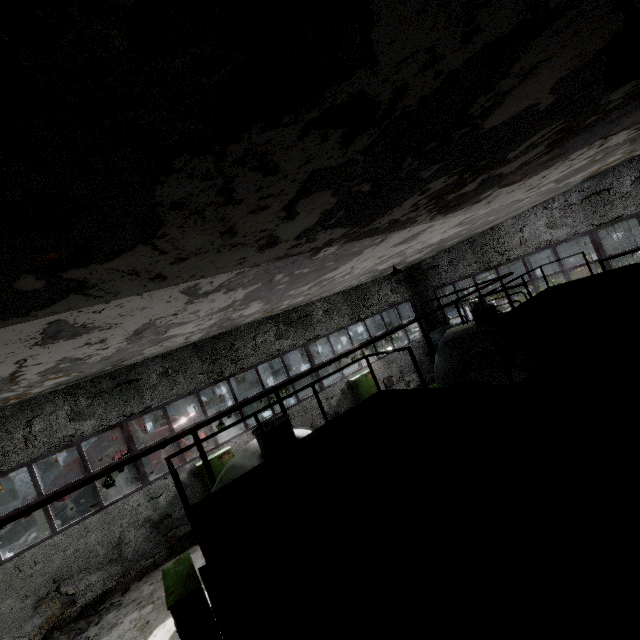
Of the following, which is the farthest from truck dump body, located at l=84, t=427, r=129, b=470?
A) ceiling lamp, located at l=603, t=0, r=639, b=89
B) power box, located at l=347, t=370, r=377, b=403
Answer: ceiling lamp, located at l=603, t=0, r=639, b=89

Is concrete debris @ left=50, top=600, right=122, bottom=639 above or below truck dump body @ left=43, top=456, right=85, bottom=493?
below

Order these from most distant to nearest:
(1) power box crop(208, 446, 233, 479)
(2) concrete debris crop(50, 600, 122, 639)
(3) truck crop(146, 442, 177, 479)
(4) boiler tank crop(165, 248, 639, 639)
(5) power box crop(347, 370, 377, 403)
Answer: (3) truck crop(146, 442, 177, 479) → (5) power box crop(347, 370, 377, 403) → (1) power box crop(208, 446, 233, 479) → (2) concrete debris crop(50, 600, 122, 639) → (4) boiler tank crop(165, 248, 639, 639)

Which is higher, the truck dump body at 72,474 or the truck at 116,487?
the truck dump body at 72,474

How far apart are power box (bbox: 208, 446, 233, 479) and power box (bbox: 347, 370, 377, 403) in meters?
6.1 m

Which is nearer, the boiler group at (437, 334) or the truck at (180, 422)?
the truck at (180, 422)

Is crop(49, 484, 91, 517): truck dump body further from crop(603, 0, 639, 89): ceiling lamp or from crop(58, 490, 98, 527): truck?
crop(603, 0, 639, 89): ceiling lamp

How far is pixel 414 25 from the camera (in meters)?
1.77
